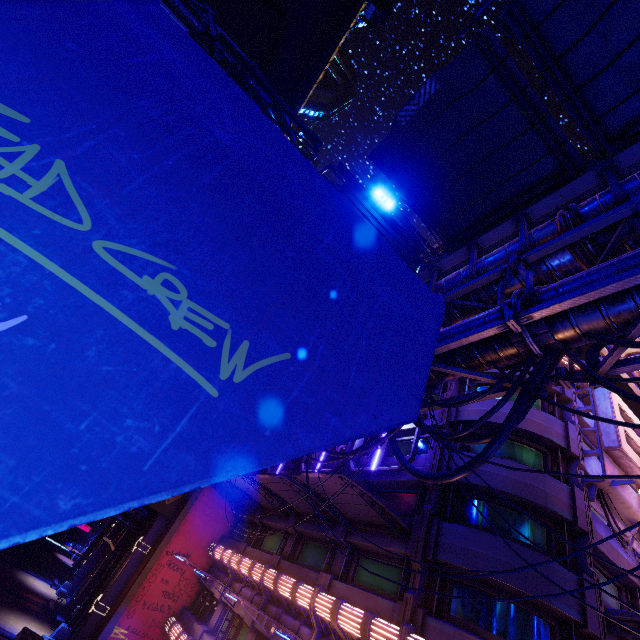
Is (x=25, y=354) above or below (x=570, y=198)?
below

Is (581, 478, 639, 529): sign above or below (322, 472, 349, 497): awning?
above

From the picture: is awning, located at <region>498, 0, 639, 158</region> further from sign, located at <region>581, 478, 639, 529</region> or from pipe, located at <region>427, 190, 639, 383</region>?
sign, located at <region>581, 478, 639, 529</region>

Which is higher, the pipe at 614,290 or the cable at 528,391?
the pipe at 614,290

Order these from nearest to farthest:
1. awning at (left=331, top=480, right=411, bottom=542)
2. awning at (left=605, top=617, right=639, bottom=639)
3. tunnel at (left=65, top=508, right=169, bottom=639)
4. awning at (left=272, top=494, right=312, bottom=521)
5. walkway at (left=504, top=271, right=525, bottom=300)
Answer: walkway at (left=504, top=271, right=525, bottom=300), awning at (left=605, top=617, right=639, bottom=639), awning at (left=331, top=480, right=411, bottom=542), awning at (left=272, top=494, right=312, bottom=521), tunnel at (left=65, top=508, right=169, bottom=639)

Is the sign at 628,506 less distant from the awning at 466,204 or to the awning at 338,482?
the awning at 338,482

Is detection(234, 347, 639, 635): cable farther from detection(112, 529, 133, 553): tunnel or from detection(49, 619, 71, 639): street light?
detection(112, 529, 133, 553): tunnel

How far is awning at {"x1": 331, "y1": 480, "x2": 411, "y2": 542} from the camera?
12.97m
